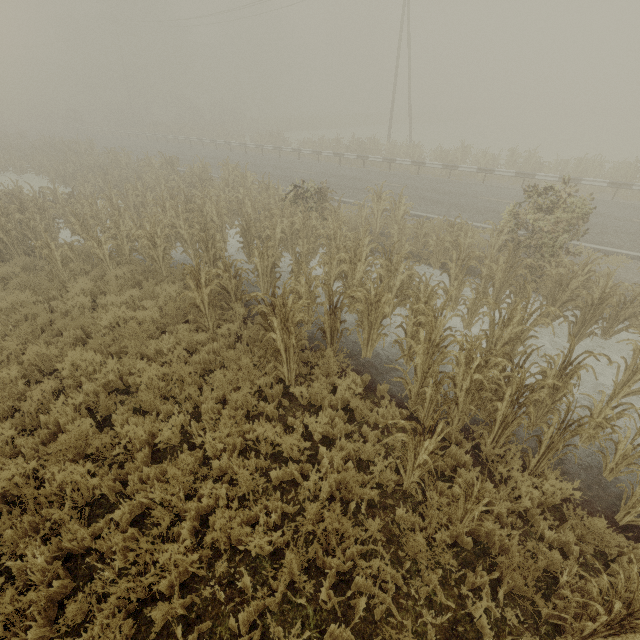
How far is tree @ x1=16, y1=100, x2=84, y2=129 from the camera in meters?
46.3 m

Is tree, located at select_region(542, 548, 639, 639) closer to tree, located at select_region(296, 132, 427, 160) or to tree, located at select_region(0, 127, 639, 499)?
A: tree, located at select_region(0, 127, 639, 499)

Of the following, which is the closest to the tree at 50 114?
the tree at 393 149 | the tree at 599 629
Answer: the tree at 393 149

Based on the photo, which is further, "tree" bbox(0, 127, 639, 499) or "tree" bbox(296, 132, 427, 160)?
"tree" bbox(296, 132, 427, 160)

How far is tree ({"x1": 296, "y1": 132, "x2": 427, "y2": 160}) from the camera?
21.47m

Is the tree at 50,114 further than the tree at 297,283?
Yes

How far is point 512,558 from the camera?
3.77m
